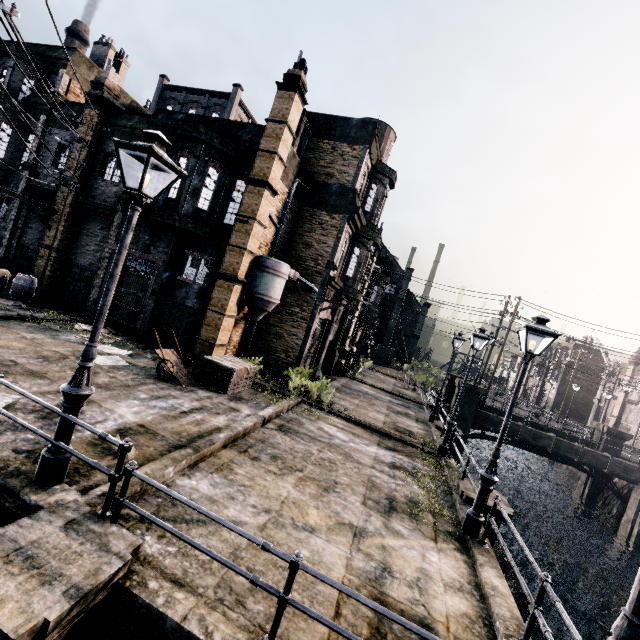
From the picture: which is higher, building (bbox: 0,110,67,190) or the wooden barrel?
building (bbox: 0,110,67,190)

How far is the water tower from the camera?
28.34m

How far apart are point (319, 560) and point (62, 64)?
28.6 meters

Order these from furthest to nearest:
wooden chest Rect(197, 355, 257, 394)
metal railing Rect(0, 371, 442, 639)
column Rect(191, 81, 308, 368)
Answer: column Rect(191, 81, 308, 368), wooden chest Rect(197, 355, 257, 394), metal railing Rect(0, 371, 442, 639)

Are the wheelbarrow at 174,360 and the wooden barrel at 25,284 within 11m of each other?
yes

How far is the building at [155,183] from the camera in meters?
15.1

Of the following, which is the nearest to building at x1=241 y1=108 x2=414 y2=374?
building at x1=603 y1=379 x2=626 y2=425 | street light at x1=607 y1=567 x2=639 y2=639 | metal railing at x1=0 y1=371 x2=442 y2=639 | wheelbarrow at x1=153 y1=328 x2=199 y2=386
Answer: wheelbarrow at x1=153 y1=328 x2=199 y2=386

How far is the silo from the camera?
15.8 meters
